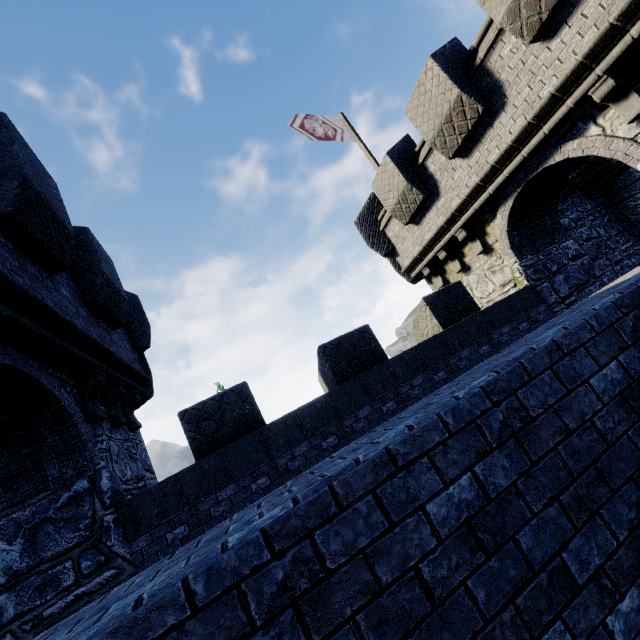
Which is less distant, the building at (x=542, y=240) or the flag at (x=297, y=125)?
the building at (x=542, y=240)

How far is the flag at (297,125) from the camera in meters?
11.5

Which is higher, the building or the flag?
the flag

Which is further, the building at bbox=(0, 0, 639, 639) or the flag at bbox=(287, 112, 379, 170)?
the flag at bbox=(287, 112, 379, 170)

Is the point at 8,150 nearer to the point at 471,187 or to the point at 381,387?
the point at 381,387

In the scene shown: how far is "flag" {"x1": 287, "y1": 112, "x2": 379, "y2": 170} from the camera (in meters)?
11.47
